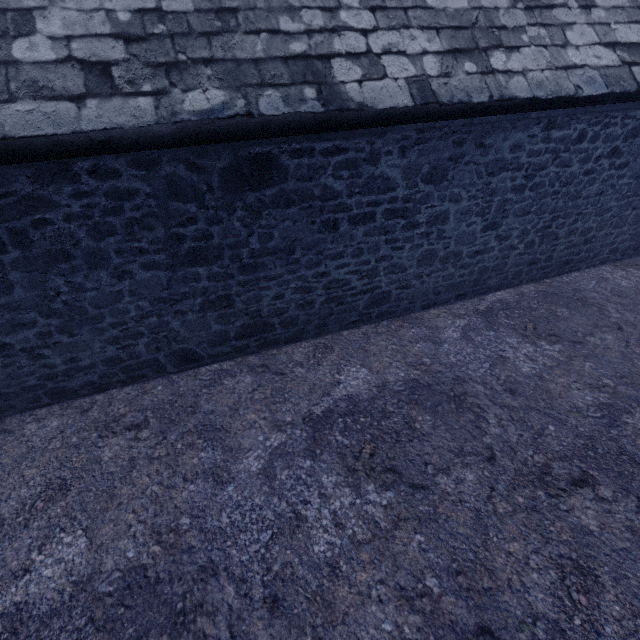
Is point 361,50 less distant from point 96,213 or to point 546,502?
point 96,213
